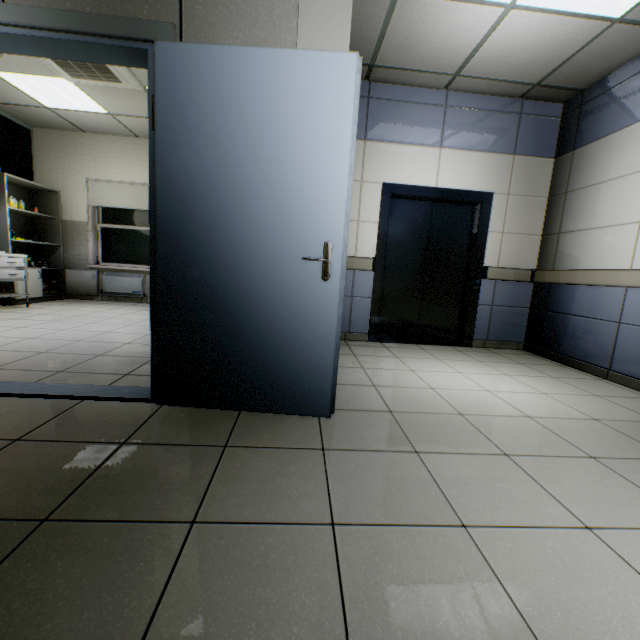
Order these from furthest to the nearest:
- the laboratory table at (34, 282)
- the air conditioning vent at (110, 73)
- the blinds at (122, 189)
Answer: the blinds at (122, 189), the laboratory table at (34, 282), the air conditioning vent at (110, 73)

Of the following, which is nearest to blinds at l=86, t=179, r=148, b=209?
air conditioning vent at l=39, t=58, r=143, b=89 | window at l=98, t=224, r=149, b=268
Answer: window at l=98, t=224, r=149, b=268

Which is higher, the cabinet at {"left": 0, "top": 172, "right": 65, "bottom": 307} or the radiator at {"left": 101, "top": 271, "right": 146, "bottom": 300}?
the cabinet at {"left": 0, "top": 172, "right": 65, "bottom": 307}

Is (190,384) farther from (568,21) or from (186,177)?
(568,21)

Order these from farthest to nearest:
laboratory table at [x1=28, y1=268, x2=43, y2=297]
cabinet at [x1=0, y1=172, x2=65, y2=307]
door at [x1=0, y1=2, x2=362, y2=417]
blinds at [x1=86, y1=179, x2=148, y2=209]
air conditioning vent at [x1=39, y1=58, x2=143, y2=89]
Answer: blinds at [x1=86, y1=179, x2=148, y2=209]
laboratory table at [x1=28, y1=268, x2=43, y2=297]
cabinet at [x1=0, y1=172, x2=65, y2=307]
air conditioning vent at [x1=39, y1=58, x2=143, y2=89]
door at [x1=0, y1=2, x2=362, y2=417]

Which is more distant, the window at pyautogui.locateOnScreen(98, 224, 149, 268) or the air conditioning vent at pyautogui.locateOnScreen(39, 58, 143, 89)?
the window at pyautogui.locateOnScreen(98, 224, 149, 268)

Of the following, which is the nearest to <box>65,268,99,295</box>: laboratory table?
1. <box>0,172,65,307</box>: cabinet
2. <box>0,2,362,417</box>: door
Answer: <box>0,172,65,307</box>: cabinet

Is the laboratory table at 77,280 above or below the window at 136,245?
below
